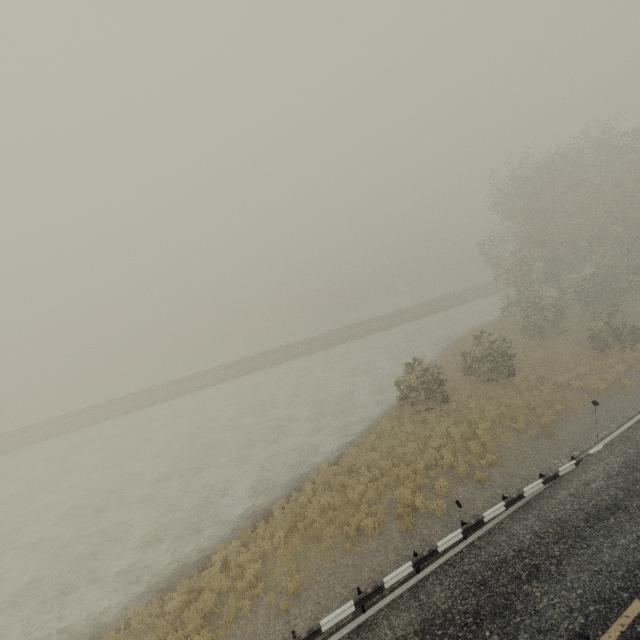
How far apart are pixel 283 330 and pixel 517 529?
50.6m
